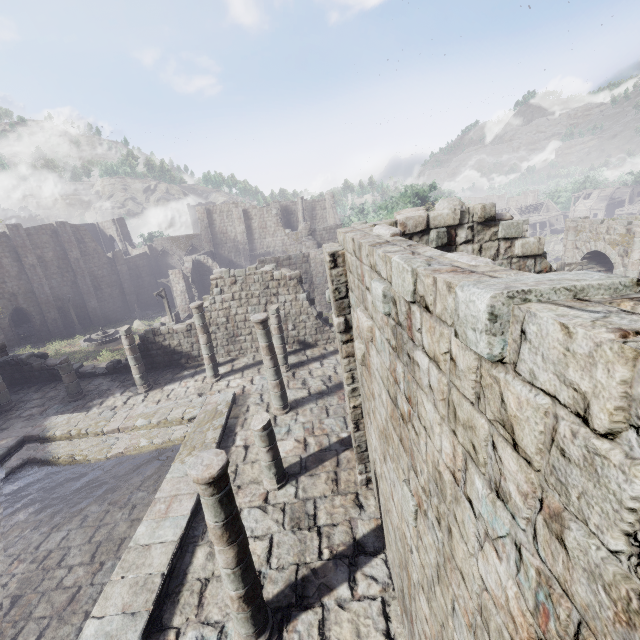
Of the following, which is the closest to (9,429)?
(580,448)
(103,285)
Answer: (580,448)

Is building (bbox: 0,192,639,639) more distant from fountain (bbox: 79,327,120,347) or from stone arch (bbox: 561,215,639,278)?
fountain (bbox: 79,327,120,347)

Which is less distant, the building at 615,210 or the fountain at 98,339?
the fountain at 98,339

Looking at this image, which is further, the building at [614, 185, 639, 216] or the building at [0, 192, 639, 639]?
the building at [614, 185, 639, 216]

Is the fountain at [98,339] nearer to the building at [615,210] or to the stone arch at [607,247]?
the building at [615,210]

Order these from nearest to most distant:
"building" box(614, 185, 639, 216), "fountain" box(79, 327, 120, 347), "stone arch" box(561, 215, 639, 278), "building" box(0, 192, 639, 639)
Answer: "building" box(0, 192, 639, 639) → "stone arch" box(561, 215, 639, 278) → "fountain" box(79, 327, 120, 347) → "building" box(614, 185, 639, 216)

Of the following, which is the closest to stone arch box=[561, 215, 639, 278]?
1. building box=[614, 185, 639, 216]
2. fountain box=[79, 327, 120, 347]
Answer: building box=[614, 185, 639, 216]

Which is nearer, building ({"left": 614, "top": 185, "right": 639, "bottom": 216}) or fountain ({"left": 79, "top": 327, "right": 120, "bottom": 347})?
fountain ({"left": 79, "top": 327, "right": 120, "bottom": 347})
